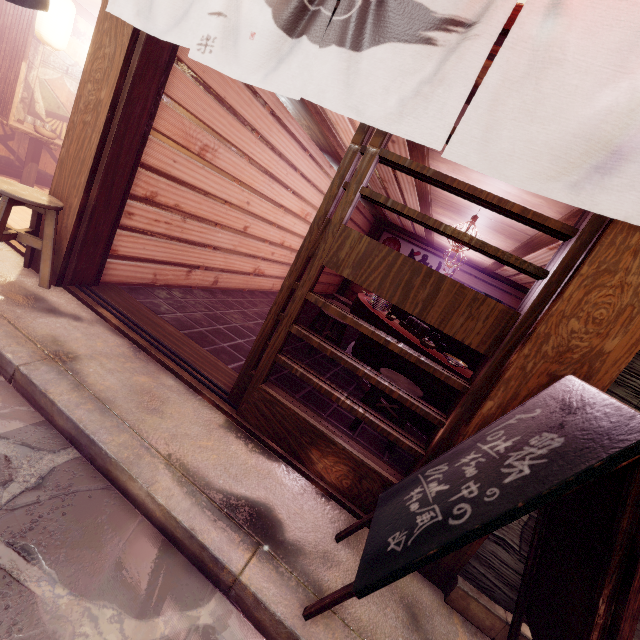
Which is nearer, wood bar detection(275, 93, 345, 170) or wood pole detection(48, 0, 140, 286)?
wood pole detection(48, 0, 140, 286)

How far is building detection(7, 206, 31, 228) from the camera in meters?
6.9 m

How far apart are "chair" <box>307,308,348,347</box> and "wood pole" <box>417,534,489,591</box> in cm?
489

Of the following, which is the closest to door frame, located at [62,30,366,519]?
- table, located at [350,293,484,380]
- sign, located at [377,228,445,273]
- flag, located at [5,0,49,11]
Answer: flag, located at [5,0,49,11]

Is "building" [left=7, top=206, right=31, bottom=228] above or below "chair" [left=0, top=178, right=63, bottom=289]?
below

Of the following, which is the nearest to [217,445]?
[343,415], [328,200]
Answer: [343,415]

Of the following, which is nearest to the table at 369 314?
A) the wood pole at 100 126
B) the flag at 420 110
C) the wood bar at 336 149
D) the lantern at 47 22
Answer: the wood bar at 336 149

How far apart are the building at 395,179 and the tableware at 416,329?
3.71m
